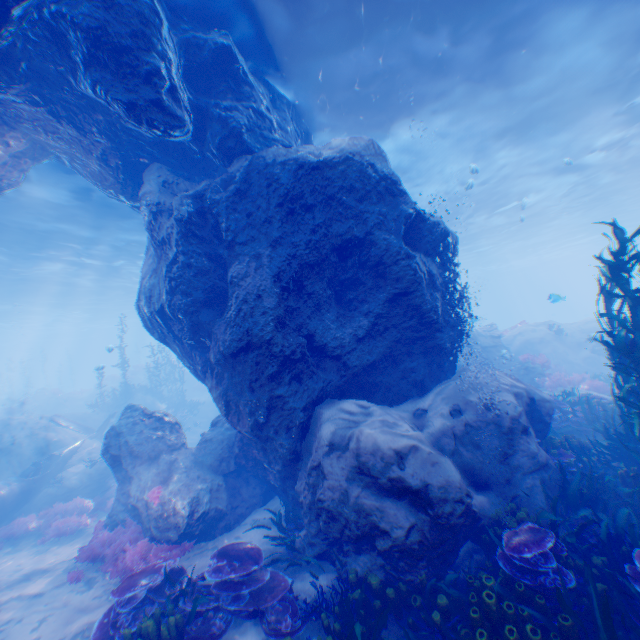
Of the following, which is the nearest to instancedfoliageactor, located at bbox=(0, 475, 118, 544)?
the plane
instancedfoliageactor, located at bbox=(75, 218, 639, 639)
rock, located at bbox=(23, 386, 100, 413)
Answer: the plane

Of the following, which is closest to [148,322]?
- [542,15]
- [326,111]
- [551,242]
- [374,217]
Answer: [374,217]

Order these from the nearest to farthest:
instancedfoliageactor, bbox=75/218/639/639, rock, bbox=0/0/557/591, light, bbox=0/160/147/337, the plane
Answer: instancedfoliageactor, bbox=75/218/639/639, rock, bbox=0/0/557/591, the plane, light, bbox=0/160/147/337

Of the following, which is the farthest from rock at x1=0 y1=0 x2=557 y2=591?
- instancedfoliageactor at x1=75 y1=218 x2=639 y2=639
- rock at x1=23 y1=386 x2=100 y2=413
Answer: rock at x1=23 y1=386 x2=100 y2=413

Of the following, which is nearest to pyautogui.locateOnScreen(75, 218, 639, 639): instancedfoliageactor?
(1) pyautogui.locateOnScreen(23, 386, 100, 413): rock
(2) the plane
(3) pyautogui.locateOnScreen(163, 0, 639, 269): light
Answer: (3) pyautogui.locateOnScreen(163, 0, 639, 269): light

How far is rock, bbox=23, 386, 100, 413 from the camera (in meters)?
30.16

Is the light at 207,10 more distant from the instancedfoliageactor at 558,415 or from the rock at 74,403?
the rock at 74,403

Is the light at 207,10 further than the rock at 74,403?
No
